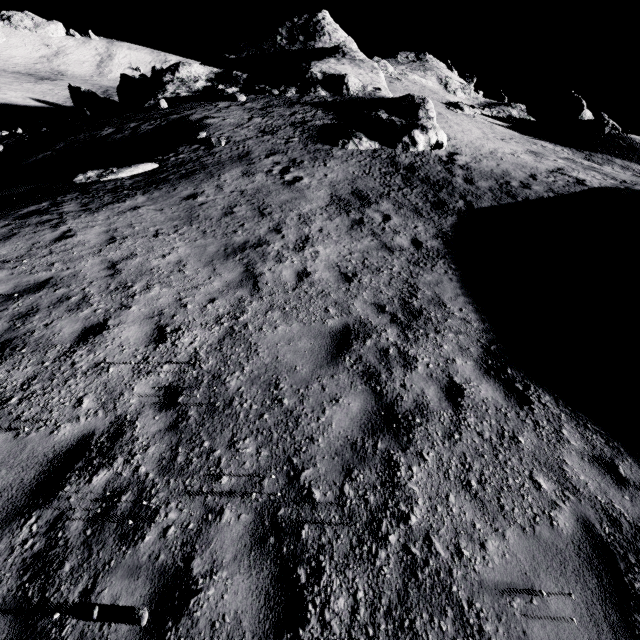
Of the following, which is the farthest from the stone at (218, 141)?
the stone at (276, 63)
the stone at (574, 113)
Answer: the stone at (574, 113)

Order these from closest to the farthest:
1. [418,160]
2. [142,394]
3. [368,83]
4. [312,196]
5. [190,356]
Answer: [142,394] → [190,356] → [312,196] → [418,160] → [368,83]

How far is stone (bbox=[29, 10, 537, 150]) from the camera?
18.8m

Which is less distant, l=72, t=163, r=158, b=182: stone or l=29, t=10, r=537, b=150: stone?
l=72, t=163, r=158, b=182: stone

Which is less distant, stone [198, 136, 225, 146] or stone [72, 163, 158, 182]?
stone [72, 163, 158, 182]

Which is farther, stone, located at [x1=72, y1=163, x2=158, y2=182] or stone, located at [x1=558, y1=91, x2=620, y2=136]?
stone, located at [x1=558, y1=91, x2=620, y2=136]

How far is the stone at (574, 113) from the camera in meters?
33.2

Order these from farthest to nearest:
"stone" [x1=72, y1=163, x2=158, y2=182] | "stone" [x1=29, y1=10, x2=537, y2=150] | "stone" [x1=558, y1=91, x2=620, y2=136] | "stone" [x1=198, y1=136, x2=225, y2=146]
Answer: "stone" [x1=558, y1=91, x2=620, y2=136] → "stone" [x1=29, y1=10, x2=537, y2=150] → "stone" [x1=198, y1=136, x2=225, y2=146] → "stone" [x1=72, y1=163, x2=158, y2=182]
